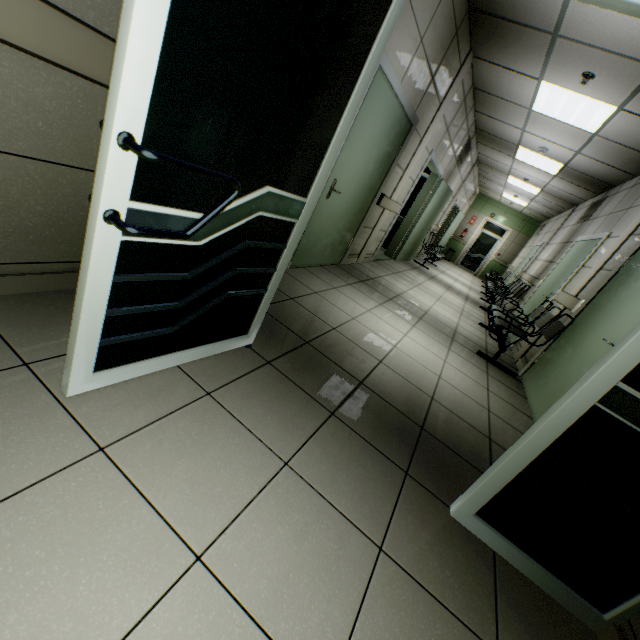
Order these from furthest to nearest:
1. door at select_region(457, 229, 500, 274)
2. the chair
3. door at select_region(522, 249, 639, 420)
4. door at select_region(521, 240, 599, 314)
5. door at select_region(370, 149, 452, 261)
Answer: door at select_region(457, 229, 500, 274), door at select_region(370, 149, 452, 261), door at select_region(521, 240, 599, 314), the chair, door at select_region(522, 249, 639, 420)

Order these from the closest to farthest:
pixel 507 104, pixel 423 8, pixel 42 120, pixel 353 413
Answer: pixel 42 120 < pixel 353 413 < pixel 423 8 < pixel 507 104

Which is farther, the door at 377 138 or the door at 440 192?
the door at 440 192

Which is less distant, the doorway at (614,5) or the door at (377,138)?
the doorway at (614,5)

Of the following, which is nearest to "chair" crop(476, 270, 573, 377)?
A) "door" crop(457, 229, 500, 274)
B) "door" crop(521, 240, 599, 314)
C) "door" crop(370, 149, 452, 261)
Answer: "door" crop(521, 240, 599, 314)

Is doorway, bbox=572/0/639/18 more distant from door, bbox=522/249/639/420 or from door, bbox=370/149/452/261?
door, bbox=370/149/452/261

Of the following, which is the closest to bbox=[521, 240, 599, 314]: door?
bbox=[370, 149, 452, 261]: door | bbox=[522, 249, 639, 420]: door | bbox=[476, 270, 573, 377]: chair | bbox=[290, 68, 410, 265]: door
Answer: bbox=[476, 270, 573, 377]: chair

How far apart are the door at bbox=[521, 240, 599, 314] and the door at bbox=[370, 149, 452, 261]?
2.8m
